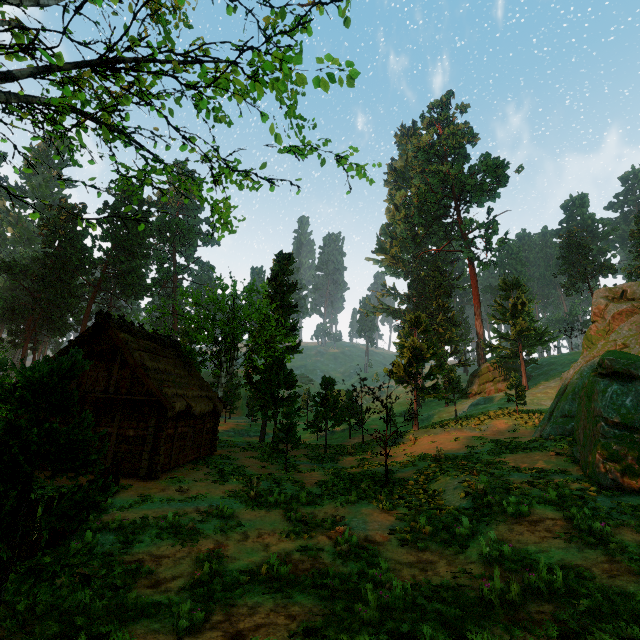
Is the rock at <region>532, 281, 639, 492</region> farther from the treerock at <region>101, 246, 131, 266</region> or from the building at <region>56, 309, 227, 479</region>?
the building at <region>56, 309, 227, 479</region>

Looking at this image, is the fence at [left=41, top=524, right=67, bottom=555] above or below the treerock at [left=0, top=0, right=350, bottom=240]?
below

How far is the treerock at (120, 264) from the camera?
56.7m

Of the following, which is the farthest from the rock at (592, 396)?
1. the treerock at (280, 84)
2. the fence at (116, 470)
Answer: the fence at (116, 470)

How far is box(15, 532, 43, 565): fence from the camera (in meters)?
6.75

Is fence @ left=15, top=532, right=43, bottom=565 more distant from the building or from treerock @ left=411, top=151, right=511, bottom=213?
the building

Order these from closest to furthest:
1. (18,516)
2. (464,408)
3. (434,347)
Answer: (18,516)
(434,347)
(464,408)

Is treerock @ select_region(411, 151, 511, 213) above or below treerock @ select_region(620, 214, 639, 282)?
above
